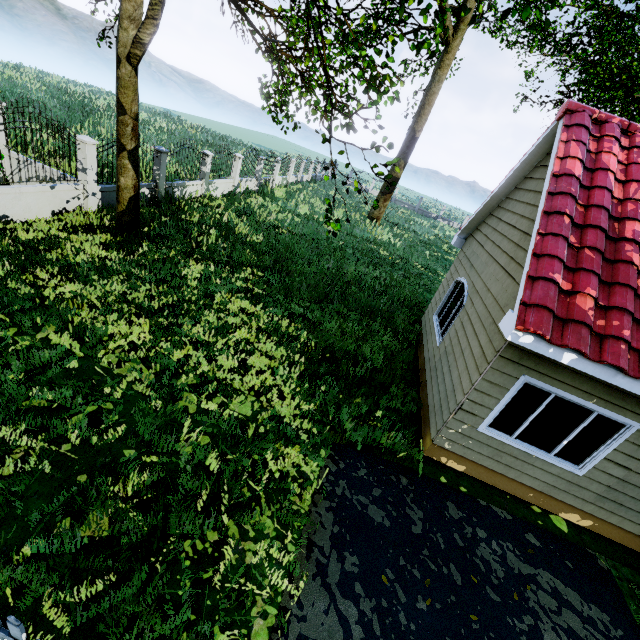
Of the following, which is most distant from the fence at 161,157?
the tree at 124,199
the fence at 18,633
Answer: the fence at 18,633

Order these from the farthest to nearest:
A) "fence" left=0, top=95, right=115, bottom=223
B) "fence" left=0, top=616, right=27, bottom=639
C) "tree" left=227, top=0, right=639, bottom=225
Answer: "fence" left=0, top=95, right=115, bottom=223 → "tree" left=227, top=0, right=639, bottom=225 → "fence" left=0, top=616, right=27, bottom=639

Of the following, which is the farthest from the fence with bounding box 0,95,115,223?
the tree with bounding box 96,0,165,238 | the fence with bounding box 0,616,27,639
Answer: the fence with bounding box 0,616,27,639

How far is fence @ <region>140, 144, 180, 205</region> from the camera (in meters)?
12.33

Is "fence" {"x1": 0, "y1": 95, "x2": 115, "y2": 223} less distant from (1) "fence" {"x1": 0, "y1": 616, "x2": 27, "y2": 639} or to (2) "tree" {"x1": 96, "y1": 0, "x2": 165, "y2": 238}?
(2) "tree" {"x1": 96, "y1": 0, "x2": 165, "y2": 238}

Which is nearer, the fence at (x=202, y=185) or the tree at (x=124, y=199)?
the tree at (x=124, y=199)

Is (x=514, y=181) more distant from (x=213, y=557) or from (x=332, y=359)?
(x=213, y=557)

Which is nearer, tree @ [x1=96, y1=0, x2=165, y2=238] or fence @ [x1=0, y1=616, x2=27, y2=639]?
fence @ [x1=0, y1=616, x2=27, y2=639]
